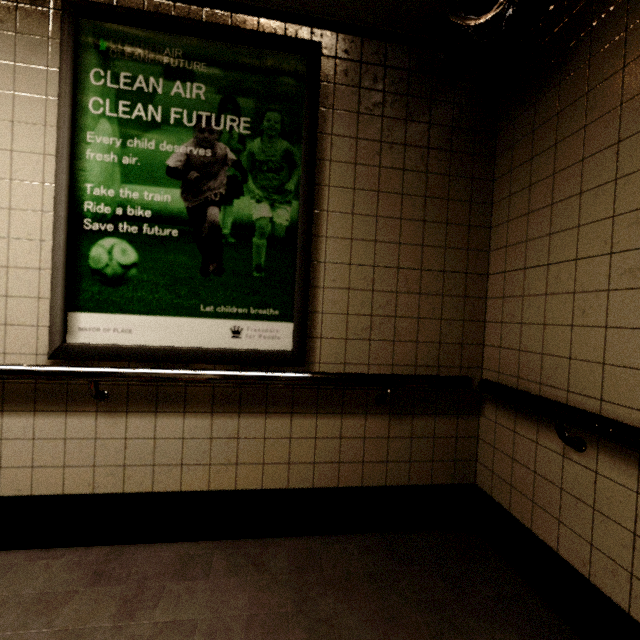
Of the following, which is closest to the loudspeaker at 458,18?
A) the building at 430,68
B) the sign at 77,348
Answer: the building at 430,68

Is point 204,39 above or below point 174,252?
above

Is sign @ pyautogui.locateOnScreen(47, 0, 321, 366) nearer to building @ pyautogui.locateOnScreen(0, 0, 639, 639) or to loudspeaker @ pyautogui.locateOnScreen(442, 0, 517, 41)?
building @ pyautogui.locateOnScreen(0, 0, 639, 639)

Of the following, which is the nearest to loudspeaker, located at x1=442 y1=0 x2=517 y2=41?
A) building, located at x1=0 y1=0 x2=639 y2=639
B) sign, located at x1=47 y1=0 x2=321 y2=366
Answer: building, located at x1=0 y1=0 x2=639 y2=639
